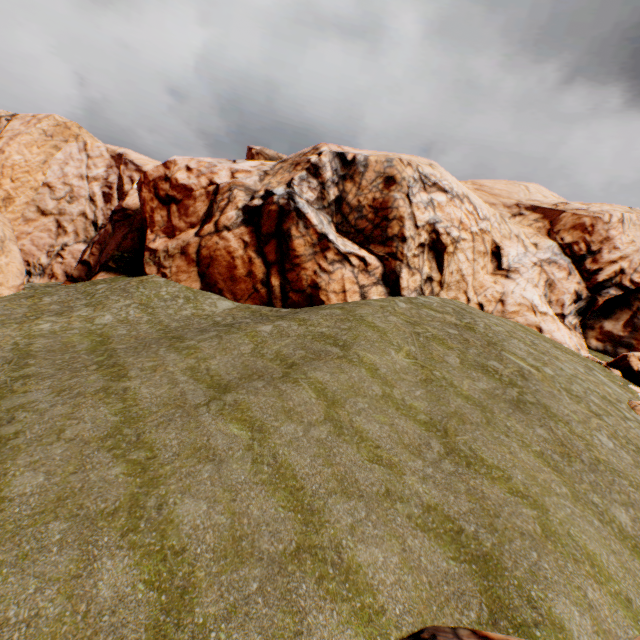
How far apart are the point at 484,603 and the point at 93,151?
71.5 meters

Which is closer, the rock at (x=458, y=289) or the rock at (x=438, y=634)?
the rock at (x=438, y=634)

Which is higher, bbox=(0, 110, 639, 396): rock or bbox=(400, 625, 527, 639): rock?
bbox=(0, 110, 639, 396): rock

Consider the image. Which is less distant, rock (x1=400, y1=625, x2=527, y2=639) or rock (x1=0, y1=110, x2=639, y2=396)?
rock (x1=400, y1=625, x2=527, y2=639)

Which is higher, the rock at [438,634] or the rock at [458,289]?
the rock at [458,289]
